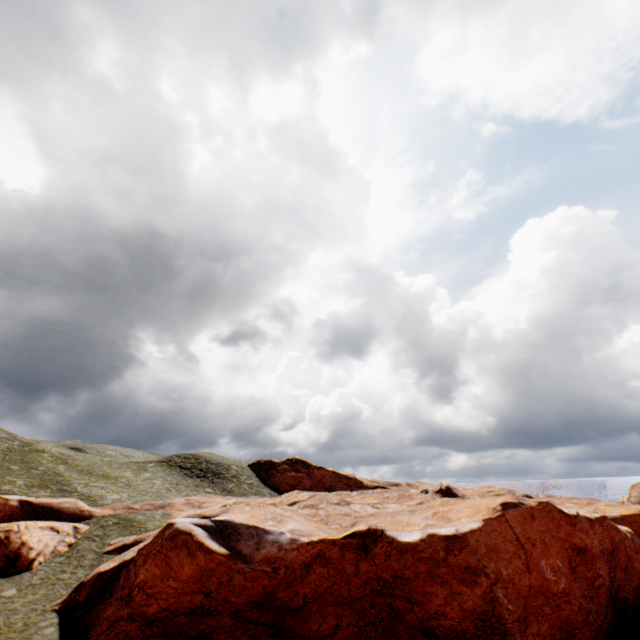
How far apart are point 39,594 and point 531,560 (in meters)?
28.58
